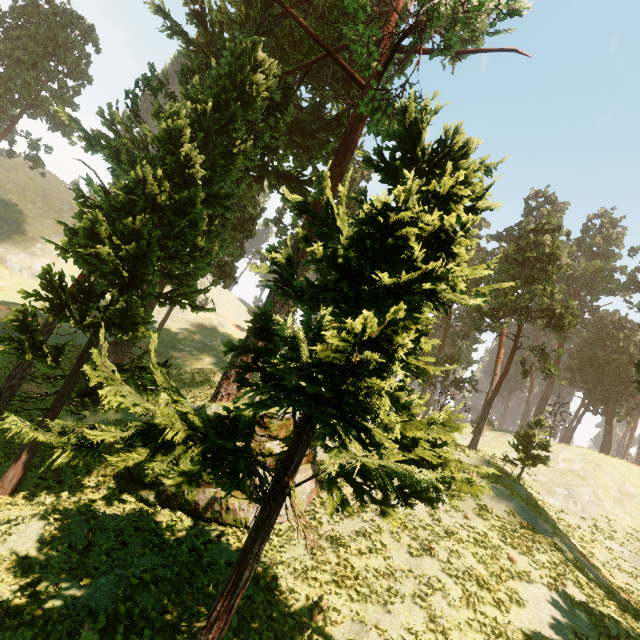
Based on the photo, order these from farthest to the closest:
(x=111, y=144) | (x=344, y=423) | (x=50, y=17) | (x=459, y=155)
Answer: (x=50, y=17)
(x=111, y=144)
(x=459, y=155)
(x=344, y=423)
